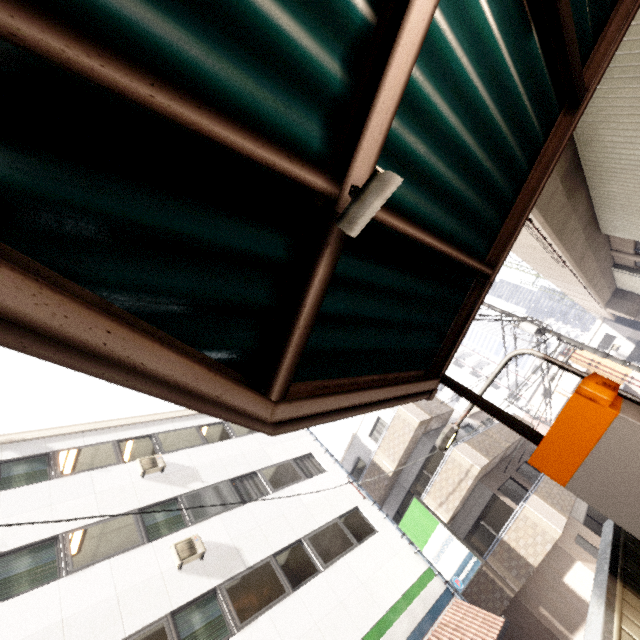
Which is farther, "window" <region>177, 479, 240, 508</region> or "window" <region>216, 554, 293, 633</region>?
"window" <region>177, 479, 240, 508</region>

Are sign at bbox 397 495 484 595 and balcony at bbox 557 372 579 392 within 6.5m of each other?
no

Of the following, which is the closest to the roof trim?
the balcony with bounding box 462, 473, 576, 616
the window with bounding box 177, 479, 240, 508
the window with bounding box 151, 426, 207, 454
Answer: the window with bounding box 151, 426, 207, 454

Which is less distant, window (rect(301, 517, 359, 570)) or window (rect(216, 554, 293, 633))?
window (rect(216, 554, 293, 633))

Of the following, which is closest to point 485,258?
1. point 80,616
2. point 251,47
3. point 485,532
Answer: point 251,47

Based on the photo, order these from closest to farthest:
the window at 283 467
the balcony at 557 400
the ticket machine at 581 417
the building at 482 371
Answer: the ticket machine at 581 417
the window at 283 467
the balcony at 557 400
the building at 482 371

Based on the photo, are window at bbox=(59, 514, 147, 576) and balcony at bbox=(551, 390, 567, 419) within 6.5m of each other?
no

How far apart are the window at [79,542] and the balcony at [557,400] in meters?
40.2
